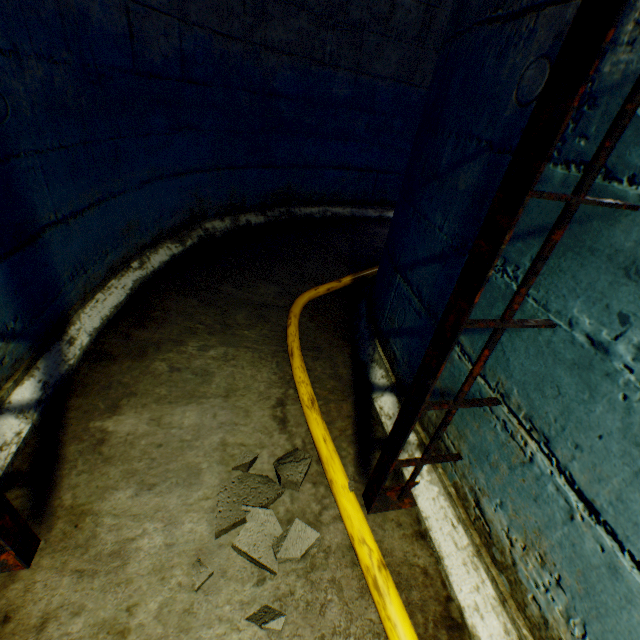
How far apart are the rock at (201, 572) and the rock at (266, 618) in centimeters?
12cm

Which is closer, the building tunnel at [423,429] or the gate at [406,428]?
the gate at [406,428]

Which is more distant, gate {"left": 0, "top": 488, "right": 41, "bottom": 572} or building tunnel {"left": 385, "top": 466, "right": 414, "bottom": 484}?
building tunnel {"left": 385, "top": 466, "right": 414, "bottom": 484}

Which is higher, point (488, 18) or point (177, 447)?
point (488, 18)

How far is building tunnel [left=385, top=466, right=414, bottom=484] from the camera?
1.4 meters

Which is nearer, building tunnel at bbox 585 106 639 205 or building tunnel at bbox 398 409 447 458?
building tunnel at bbox 585 106 639 205
